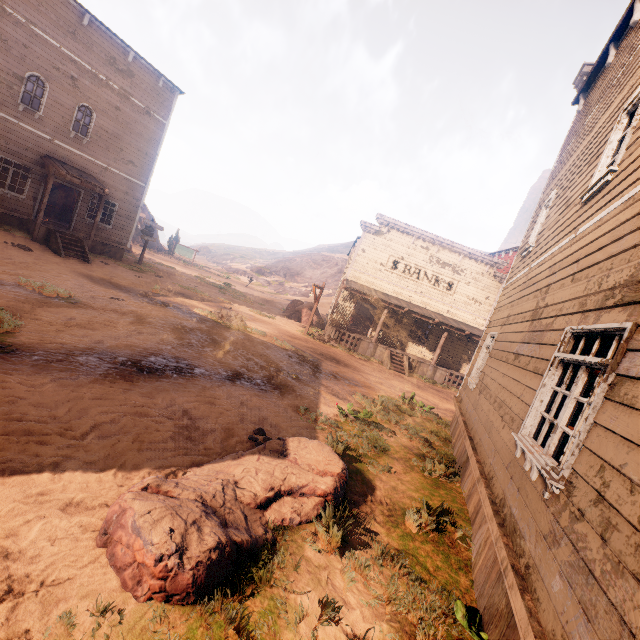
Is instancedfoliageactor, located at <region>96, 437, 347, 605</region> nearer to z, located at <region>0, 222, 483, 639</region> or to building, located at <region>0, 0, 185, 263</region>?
z, located at <region>0, 222, 483, 639</region>

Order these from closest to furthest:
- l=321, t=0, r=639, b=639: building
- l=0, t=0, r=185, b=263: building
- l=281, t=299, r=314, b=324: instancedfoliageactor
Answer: l=321, t=0, r=639, b=639: building < l=0, t=0, r=185, b=263: building < l=281, t=299, r=314, b=324: instancedfoliageactor

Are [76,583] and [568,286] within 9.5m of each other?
yes

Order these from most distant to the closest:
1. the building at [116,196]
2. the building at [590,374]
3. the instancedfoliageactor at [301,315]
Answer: the instancedfoliageactor at [301,315], the building at [116,196], the building at [590,374]

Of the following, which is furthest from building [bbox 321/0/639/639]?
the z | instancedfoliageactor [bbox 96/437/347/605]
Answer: instancedfoliageactor [bbox 96/437/347/605]

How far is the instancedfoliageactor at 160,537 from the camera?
2.5 meters

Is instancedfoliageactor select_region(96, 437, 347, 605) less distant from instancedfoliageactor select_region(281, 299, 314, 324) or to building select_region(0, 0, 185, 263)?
building select_region(0, 0, 185, 263)

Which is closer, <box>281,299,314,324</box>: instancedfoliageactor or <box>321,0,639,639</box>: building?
<box>321,0,639,639</box>: building
